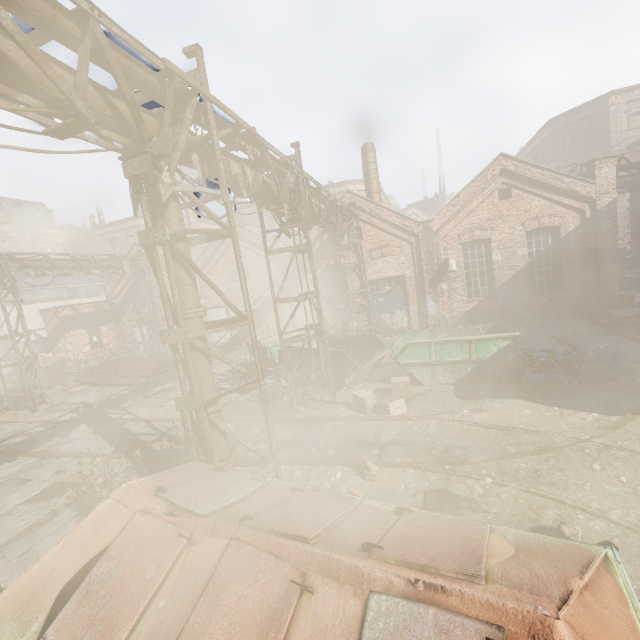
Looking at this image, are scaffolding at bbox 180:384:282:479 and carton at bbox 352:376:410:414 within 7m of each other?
yes

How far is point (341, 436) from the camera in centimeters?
735cm

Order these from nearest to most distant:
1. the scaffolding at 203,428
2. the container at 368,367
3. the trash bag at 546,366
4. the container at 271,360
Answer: the scaffolding at 203,428 → the trash bag at 546,366 → the container at 368,367 → the container at 271,360

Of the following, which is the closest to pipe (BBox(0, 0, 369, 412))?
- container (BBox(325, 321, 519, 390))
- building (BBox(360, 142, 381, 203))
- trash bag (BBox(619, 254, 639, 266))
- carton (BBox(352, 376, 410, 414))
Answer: container (BBox(325, 321, 519, 390))

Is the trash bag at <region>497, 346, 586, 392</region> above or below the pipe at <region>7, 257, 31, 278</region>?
below

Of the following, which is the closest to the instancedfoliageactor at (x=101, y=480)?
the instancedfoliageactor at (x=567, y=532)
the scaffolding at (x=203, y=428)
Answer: the scaffolding at (x=203, y=428)

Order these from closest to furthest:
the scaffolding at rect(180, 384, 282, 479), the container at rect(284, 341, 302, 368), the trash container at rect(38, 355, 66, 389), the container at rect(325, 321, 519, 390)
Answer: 1. the scaffolding at rect(180, 384, 282, 479)
2. the container at rect(325, 321, 519, 390)
3. the container at rect(284, 341, 302, 368)
4. the trash container at rect(38, 355, 66, 389)

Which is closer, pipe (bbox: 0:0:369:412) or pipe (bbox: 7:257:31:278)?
pipe (bbox: 0:0:369:412)
